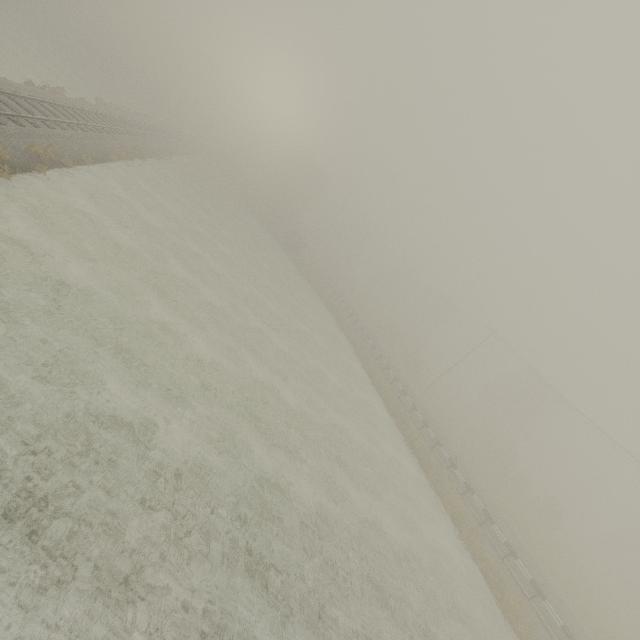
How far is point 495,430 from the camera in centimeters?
4772cm
